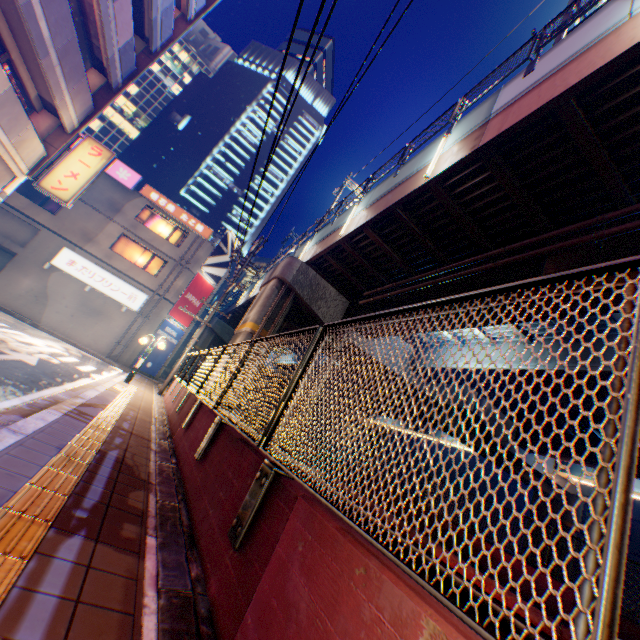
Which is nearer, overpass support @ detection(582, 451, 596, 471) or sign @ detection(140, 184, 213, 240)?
overpass support @ detection(582, 451, 596, 471)

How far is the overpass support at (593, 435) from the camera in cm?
1888

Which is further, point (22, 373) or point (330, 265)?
point (330, 265)

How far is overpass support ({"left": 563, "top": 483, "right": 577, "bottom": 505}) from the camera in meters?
25.9

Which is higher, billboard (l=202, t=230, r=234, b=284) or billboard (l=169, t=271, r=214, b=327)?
billboard (l=202, t=230, r=234, b=284)

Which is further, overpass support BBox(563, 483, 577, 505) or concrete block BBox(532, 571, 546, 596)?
overpass support BBox(563, 483, 577, 505)

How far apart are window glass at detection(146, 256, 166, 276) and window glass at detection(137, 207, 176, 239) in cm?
147

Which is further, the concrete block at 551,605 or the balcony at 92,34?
the balcony at 92,34
